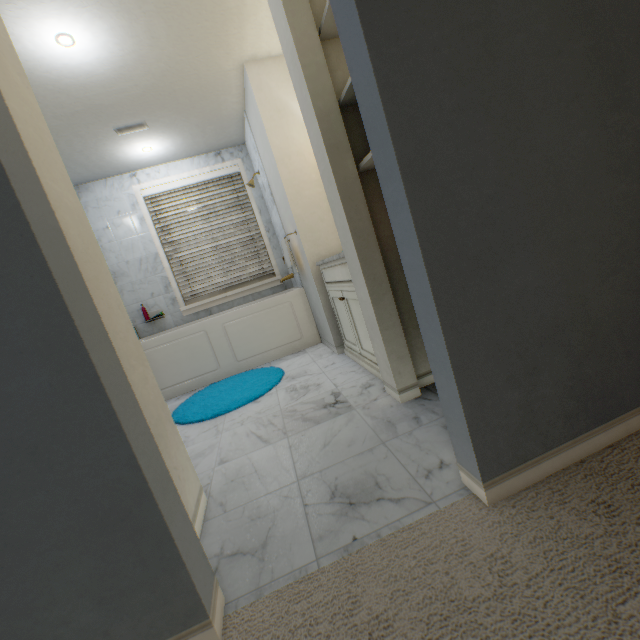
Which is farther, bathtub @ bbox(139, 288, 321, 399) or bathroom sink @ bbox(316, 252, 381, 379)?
bathtub @ bbox(139, 288, 321, 399)

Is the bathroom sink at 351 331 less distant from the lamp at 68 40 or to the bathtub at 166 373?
the bathtub at 166 373

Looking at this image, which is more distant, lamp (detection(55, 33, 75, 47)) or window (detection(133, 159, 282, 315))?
window (detection(133, 159, 282, 315))

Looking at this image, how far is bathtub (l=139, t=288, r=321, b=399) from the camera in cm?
328

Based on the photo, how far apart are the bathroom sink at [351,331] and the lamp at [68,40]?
2.0 meters

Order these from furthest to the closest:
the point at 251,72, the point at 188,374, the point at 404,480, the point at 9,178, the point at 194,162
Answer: the point at 194,162 < the point at 188,374 < the point at 251,72 < the point at 404,480 < the point at 9,178

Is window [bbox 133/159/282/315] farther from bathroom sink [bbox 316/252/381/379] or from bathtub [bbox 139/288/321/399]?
bathroom sink [bbox 316/252/381/379]

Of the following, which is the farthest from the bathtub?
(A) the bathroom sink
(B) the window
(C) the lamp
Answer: (C) the lamp
